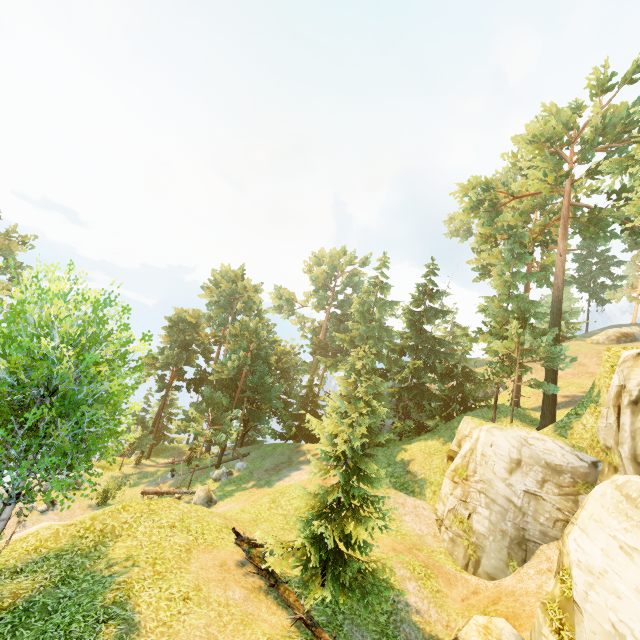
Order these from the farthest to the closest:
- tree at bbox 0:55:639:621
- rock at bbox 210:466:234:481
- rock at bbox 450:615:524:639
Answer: rock at bbox 210:466:234:481, rock at bbox 450:615:524:639, tree at bbox 0:55:639:621

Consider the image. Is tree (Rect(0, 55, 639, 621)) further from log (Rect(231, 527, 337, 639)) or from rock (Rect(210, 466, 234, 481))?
rock (Rect(210, 466, 234, 481))

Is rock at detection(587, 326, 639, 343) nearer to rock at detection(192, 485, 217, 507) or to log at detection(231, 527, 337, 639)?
log at detection(231, 527, 337, 639)

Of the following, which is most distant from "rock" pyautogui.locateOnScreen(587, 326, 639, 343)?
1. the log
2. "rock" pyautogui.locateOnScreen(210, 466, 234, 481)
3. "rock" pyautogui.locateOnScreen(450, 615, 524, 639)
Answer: "rock" pyautogui.locateOnScreen(210, 466, 234, 481)

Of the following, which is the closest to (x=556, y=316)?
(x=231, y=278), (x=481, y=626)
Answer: (x=481, y=626)

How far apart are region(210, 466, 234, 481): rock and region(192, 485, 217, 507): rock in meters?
3.3

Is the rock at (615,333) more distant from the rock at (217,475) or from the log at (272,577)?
the rock at (217,475)

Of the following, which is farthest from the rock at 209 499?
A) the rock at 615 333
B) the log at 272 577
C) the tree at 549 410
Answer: the rock at 615 333
